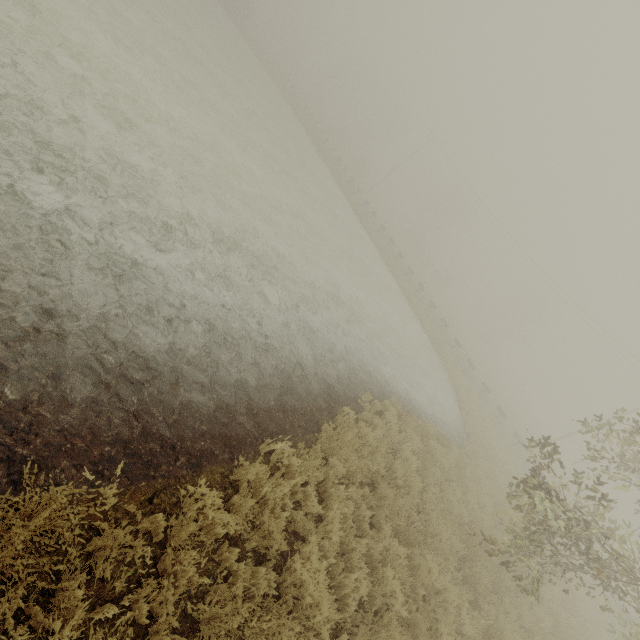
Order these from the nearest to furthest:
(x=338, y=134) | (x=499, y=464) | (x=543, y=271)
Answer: (x=499, y=464), (x=543, y=271), (x=338, y=134)
